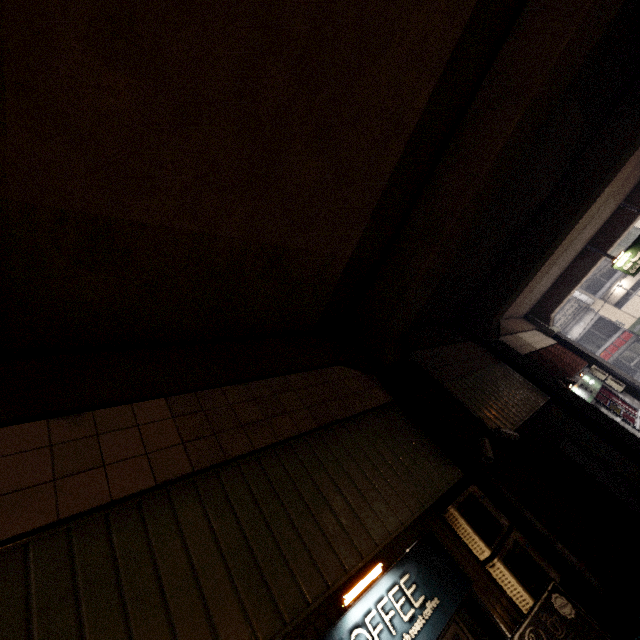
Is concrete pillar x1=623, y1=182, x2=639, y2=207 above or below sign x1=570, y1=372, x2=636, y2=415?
above

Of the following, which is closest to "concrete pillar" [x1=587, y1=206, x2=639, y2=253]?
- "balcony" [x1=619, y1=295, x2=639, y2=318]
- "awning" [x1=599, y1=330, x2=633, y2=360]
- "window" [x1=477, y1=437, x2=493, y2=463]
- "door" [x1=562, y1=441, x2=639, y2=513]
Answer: "window" [x1=477, y1=437, x2=493, y2=463]

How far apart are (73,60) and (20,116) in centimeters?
67cm

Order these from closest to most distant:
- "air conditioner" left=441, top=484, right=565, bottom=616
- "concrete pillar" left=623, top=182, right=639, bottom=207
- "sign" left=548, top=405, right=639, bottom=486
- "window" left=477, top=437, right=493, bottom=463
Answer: "air conditioner" left=441, top=484, right=565, bottom=616 < "window" left=477, top=437, right=493, bottom=463 < "sign" left=548, top=405, right=639, bottom=486 < "concrete pillar" left=623, top=182, right=639, bottom=207

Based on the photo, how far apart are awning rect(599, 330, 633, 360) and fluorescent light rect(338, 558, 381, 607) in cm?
3340

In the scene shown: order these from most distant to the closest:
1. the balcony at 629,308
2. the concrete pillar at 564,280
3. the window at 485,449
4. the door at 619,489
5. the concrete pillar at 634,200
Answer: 1. the balcony at 629,308
2. the concrete pillar at 564,280
3. the concrete pillar at 634,200
4. the door at 619,489
5. the window at 485,449

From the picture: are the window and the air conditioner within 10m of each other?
yes

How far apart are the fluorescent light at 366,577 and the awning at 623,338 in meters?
33.4 m
